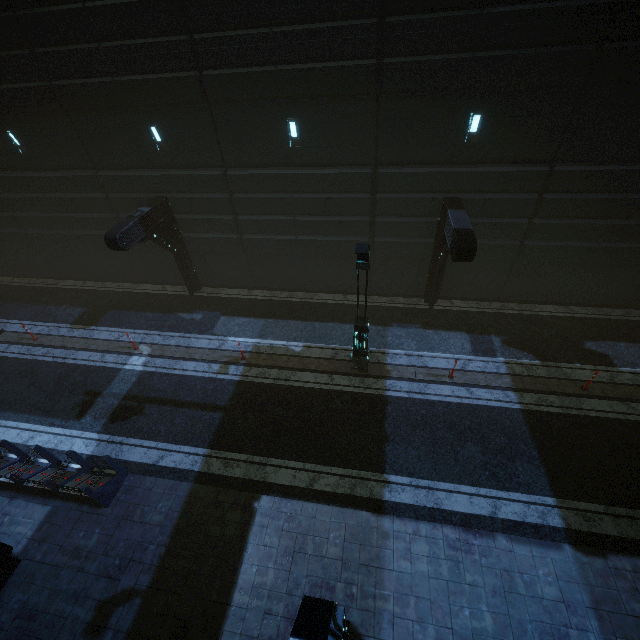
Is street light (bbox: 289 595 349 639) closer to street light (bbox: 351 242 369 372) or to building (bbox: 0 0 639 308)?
building (bbox: 0 0 639 308)

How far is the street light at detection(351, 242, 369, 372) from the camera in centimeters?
841cm

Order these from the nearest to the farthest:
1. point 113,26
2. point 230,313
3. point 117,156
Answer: point 113,26
point 117,156
point 230,313

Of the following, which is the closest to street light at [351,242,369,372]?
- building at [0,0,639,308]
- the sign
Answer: building at [0,0,639,308]

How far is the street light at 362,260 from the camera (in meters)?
8.41

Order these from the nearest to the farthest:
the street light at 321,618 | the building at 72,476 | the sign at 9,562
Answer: the street light at 321,618, the sign at 9,562, the building at 72,476

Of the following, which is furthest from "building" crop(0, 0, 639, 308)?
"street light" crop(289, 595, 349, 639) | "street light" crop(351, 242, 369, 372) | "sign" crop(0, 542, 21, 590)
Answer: "street light" crop(289, 595, 349, 639)

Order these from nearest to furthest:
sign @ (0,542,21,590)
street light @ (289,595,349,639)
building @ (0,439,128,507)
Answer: street light @ (289,595,349,639) → sign @ (0,542,21,590) → building @ (0,439,128,507)
